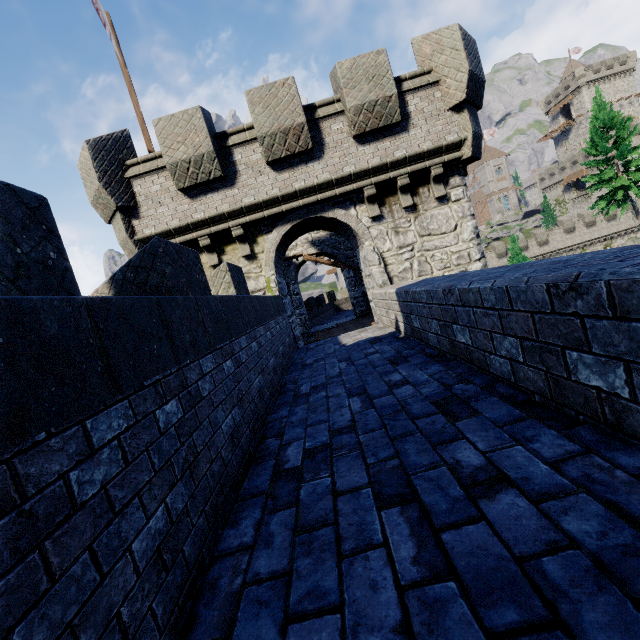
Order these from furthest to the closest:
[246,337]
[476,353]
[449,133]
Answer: [449,133] < [246,337] < [476,353]

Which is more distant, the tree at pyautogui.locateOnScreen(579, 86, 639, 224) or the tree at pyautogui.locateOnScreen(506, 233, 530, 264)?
the tree at pyautogui.locateOnScreen(506, 233, 530, 264)

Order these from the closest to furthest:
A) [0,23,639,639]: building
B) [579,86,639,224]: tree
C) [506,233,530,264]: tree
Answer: [0,23,639,639]: building
[579,86,639,224]: tree
[506,233,530,264]: tree

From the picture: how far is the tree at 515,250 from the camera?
26.83m

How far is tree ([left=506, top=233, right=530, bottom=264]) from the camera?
26.8m

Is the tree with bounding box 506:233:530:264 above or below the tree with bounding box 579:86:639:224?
below

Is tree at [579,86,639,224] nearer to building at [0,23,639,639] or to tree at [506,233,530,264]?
tree at [506,233,530,264]

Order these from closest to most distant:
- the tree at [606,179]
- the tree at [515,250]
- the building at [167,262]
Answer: the building at [167,262]
the tree at [606,179]
the tree at [515,250]
